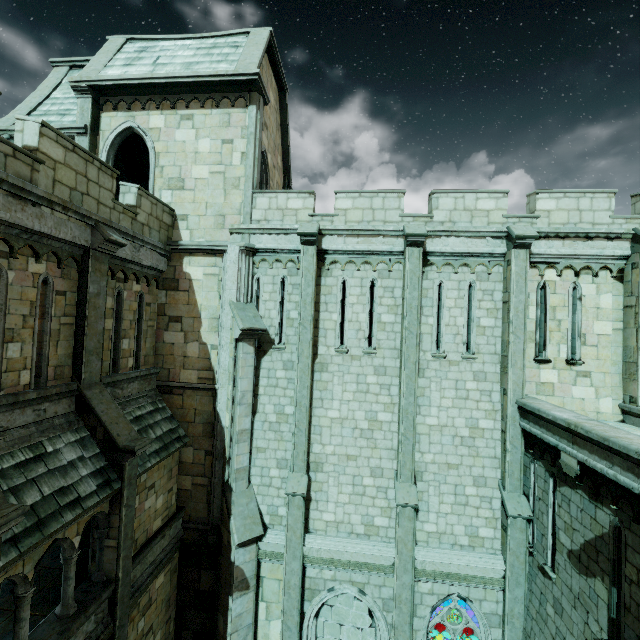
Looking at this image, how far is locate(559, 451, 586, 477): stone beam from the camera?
7.24m

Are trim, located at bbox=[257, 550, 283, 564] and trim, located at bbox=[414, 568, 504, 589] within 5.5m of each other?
yes

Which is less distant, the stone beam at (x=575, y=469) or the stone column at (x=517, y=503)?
the stone beam at (x=575, y=469)

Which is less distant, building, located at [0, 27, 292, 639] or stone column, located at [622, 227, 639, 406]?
building, located at [0, 27, 292, 639]

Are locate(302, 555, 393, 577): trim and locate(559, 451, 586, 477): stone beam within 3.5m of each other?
no

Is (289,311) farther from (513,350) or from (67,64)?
(67,64)

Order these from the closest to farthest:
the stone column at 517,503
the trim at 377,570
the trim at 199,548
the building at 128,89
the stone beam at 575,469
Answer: the building at 128,89
the stone beam at 575,469
the stone column at 517,503
the trim at 377,570
the trim at 199,548

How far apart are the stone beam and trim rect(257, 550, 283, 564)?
8.28m
